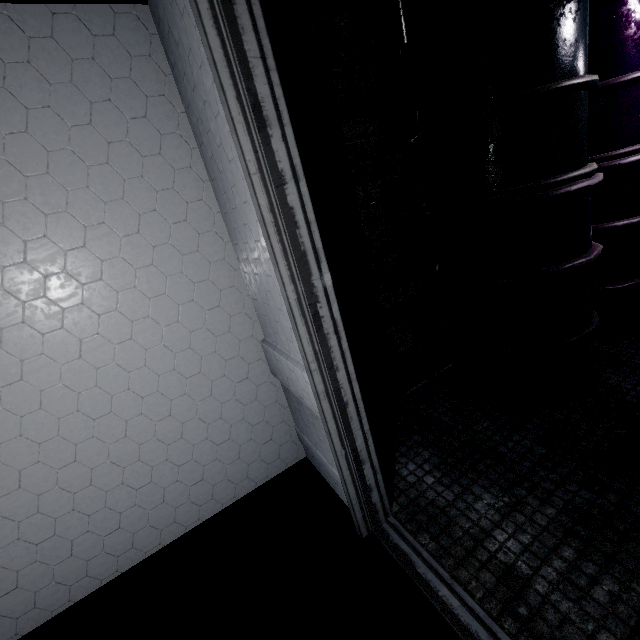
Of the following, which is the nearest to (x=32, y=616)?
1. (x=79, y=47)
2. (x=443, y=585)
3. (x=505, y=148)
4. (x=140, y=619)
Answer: (x=140, y=619)
